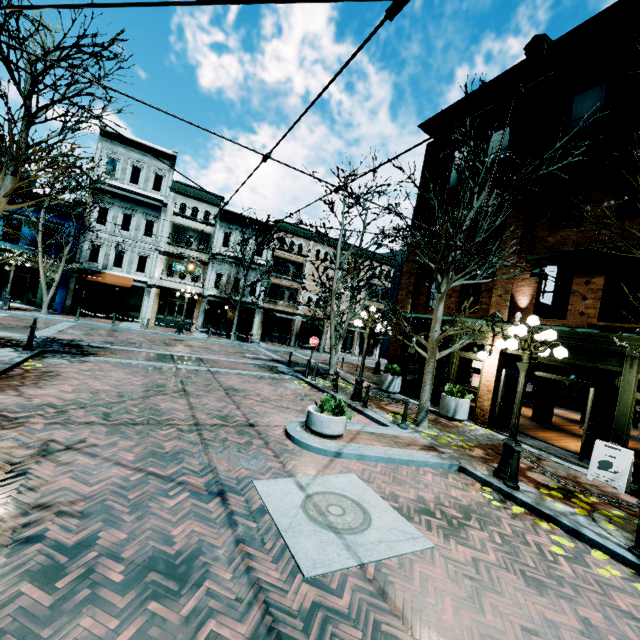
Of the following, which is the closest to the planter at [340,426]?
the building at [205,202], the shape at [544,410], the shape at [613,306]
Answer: the shape at [544,410]

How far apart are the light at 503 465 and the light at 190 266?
16.42m

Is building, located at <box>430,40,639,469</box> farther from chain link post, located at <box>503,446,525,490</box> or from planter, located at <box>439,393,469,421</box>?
chain link post, located at <box>503,446,525,490</box>

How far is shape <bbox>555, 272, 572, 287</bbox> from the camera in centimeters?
1448cm

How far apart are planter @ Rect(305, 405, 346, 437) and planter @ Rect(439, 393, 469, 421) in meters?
5.6 m

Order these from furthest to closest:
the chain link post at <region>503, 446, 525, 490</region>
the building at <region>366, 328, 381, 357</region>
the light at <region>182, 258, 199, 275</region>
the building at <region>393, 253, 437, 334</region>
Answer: the building at <region>366, 328, 381, 357</region> → the light at <region>182, 258, 199, 275</region> → the building at <region>393, 253, 437, 334</region> → the chain link post at <region>503, 446, 525, 490</region>

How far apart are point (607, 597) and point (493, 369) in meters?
8.3

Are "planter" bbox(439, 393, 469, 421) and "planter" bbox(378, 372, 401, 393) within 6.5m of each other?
yes
